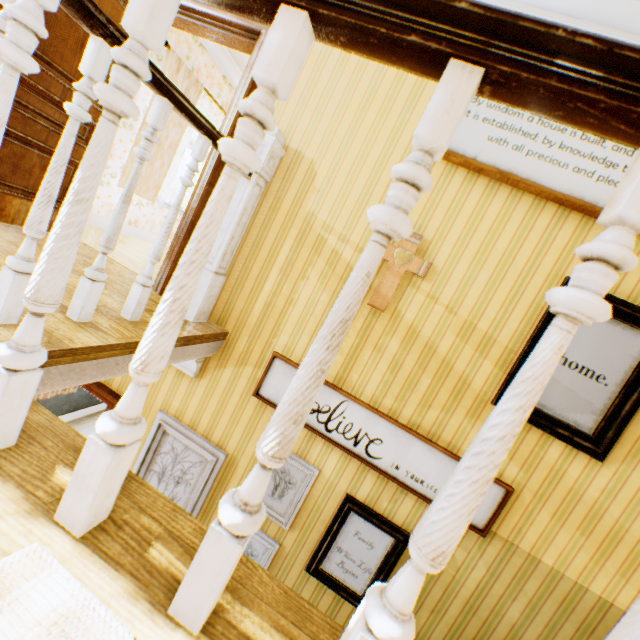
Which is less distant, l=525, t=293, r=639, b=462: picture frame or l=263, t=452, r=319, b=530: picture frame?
l=525, t=293, r=639, b=462: picture frame

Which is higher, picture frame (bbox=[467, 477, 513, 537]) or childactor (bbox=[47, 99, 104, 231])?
childactor (bbox=[47, 99, 104, 231])

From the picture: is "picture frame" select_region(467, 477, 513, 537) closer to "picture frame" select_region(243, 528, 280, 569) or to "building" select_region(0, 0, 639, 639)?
"building" select_region(0, 0, 639, 639)

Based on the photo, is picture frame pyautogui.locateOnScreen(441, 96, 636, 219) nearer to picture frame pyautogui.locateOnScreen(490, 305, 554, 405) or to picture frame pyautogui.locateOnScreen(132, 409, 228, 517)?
picture frame pyautogui.locateOnScreen(490, 305, 554, 405)

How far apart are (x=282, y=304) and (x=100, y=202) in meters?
3.5 m

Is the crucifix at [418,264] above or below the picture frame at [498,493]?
above

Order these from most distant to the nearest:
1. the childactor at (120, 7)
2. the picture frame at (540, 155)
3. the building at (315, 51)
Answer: the childactor at (120, 7)
the picture frame at (540, 155)
the building at (315, 51)

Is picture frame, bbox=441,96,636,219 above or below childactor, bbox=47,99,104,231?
above
